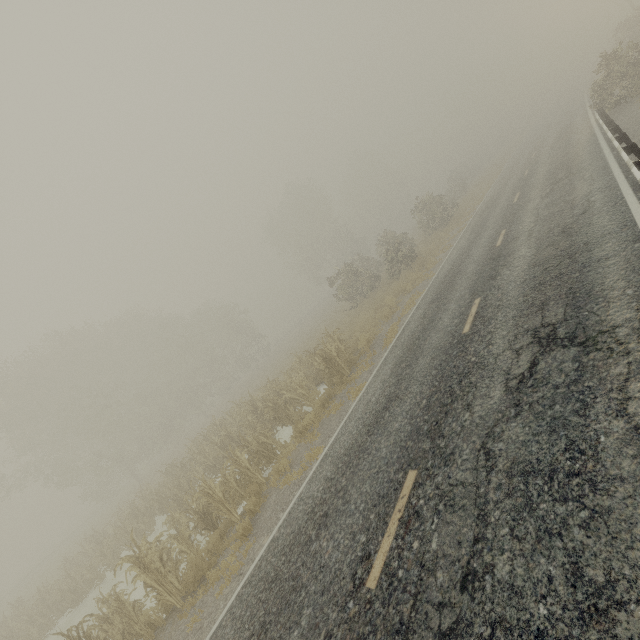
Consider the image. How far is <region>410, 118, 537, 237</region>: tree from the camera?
27.1m

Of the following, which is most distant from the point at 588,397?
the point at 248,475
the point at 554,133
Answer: the point at 554,133

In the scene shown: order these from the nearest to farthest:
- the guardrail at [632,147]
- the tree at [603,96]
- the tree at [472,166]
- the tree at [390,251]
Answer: the guardrail at [632,147] < the tree at [603,96] < the tree at [390,251] < the tree at [472,166]

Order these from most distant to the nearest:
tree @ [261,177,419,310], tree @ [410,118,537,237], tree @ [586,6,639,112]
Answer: tree @ [410,118,537,237] < tree @ [261,177,419,310] < tree @ [586,6,639,112]

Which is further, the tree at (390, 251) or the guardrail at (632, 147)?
the tree at (390, 251)

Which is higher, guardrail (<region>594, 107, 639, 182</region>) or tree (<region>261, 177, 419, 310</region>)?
tree (<region>261, 177, 419, 310</region>)

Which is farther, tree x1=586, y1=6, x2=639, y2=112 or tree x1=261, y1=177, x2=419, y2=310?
tree x1=261, y1=177, x2=419, y2=310
